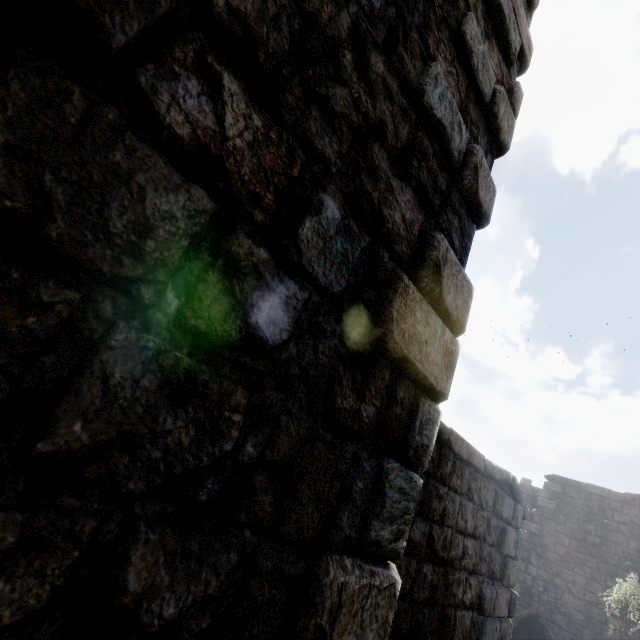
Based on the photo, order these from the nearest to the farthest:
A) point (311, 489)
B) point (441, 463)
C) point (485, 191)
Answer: point (311, 489)
point (485, 191)
point (441, 463)
